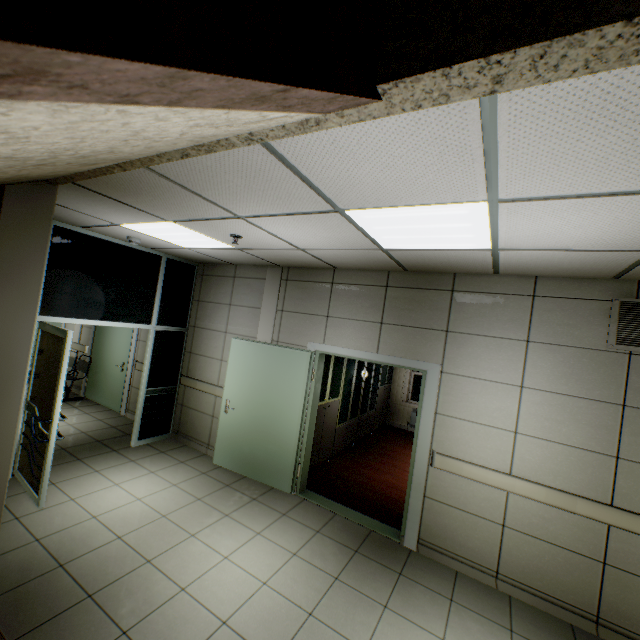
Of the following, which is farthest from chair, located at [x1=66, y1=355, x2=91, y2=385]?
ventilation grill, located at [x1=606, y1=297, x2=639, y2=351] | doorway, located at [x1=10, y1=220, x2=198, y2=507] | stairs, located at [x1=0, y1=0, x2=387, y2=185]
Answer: ventilation grill, located at [x1=606, y1=297, x2=639, y2=351]

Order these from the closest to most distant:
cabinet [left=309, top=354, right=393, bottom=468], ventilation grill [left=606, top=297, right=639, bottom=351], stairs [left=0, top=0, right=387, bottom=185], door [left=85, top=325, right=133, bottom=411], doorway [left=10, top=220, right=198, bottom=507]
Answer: stairs [left=0, top=0, right=387, bottom=185]
ventilation grill [left=606, top=297, right=639, bottom=351]
doorway [left=10, top=220, right=198, bottom=507]
cabinet [left=309, top=354, right=393, bottom=468]
door [left=85, top=325, right=133, bottom=411]

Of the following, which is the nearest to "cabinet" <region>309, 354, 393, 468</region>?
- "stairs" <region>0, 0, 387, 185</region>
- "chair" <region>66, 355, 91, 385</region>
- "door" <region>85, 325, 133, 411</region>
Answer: "stairs" <region>0, 0, 387, 185</region>

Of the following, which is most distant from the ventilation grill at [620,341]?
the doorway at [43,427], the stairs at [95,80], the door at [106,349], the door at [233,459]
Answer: the door at [106,349]

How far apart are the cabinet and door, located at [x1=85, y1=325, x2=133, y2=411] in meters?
4.3 m

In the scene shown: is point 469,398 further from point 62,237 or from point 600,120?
point 62,237

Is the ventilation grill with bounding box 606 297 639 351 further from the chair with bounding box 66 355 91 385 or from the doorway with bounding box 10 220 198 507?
the chair with bounding box 66 355 91 385

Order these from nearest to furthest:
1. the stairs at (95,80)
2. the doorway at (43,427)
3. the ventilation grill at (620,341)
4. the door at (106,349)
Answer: the stairs at (95,80) < the ventilation grill at (620,341) < the doorway at (43,427) < the door at (106,349)
